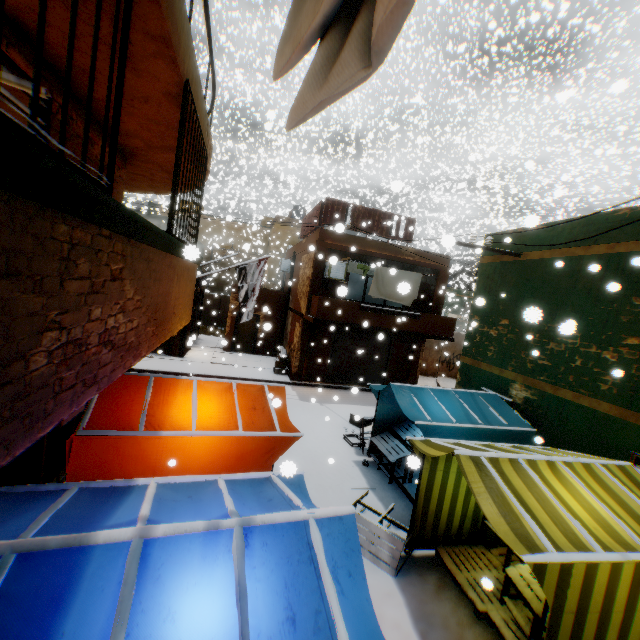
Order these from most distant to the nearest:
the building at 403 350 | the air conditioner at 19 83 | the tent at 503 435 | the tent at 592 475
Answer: the building at 403 350
the tent at 503 435
the tent at 592 475
the air conditioner at 19 83

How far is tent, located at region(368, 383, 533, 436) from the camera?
7.10m

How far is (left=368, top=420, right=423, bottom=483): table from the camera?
8.0m

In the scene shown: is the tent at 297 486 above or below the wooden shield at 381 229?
below

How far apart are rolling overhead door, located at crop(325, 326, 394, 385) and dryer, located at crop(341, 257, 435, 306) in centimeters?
60cm

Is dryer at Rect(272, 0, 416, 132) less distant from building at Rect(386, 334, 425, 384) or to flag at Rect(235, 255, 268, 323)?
building at Rect(386, 334, 425, 384)

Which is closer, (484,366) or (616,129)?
(484,366)

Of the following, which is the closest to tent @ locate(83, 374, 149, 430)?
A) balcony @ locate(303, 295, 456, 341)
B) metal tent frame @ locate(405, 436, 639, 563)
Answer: metal tent frame @ locate(405, 436, 639, 563)
